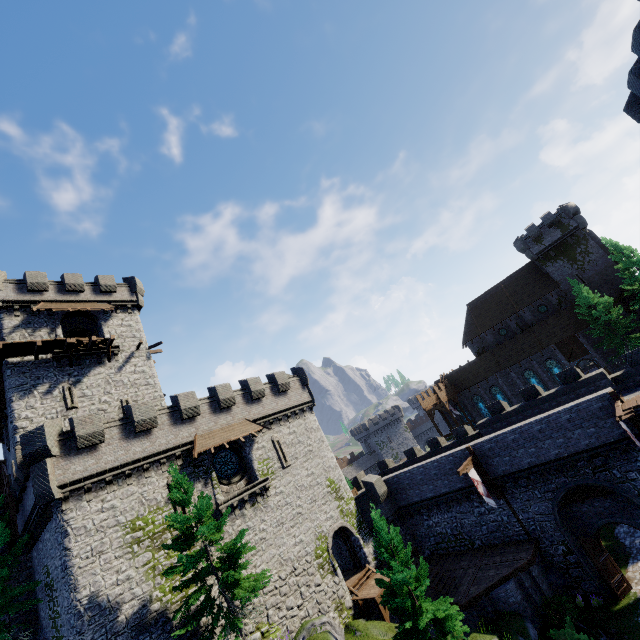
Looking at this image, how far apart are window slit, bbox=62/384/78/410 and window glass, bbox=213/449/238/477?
10.82m

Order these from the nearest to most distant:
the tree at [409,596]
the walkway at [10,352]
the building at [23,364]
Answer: the tree at [409,596], the walkway at [10,352], the building at [23,364]

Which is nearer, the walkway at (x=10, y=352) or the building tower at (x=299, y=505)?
the building tower at (x=299, y=505)

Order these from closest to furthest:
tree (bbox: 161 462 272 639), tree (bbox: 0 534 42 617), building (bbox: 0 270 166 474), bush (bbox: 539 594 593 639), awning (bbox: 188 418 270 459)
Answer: tree (bbox: 161 462 272 639) → bush (bbox: 539 594 593 639) → tree (bbox: 0 534 42 617) → awning (bbox: 188 418 270 459) → building (bbox: 0 270 166 474)

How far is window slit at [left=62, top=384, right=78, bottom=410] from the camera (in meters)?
23.79

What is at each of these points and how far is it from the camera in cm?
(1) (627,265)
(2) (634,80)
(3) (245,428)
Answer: (1) tree, 3447
(2) building tower, 1451
(3) awning, 2469

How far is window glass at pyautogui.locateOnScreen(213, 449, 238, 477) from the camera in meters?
23.4 m

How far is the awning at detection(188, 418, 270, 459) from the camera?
21.72m
